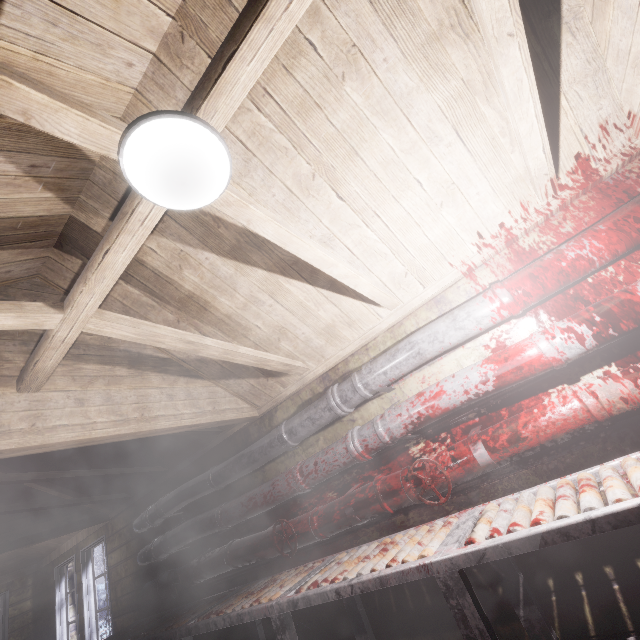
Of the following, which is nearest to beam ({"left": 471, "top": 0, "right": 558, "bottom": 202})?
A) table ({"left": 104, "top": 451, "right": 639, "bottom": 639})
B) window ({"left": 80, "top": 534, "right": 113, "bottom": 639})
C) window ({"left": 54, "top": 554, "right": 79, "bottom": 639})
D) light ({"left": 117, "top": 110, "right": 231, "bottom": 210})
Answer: light ({"left": 117, "top": 110, "right": 231, "bottom": 210})

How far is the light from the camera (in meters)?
0.91

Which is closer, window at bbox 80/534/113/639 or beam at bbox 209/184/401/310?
beam at bbox 209/184/401/310

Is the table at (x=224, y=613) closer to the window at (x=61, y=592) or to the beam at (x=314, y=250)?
the beam at (x=314, y=250)

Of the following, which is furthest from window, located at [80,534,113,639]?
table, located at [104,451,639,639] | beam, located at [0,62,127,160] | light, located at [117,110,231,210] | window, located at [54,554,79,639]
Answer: light, located at [117,110,231,210]

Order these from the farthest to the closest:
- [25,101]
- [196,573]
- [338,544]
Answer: [196,573], [338,544], [25,101]

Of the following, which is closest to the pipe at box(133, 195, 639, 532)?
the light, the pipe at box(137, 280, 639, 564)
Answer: the pipe at box(137, 280, 639, 564)

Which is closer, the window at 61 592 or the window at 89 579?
the window at 89 579
